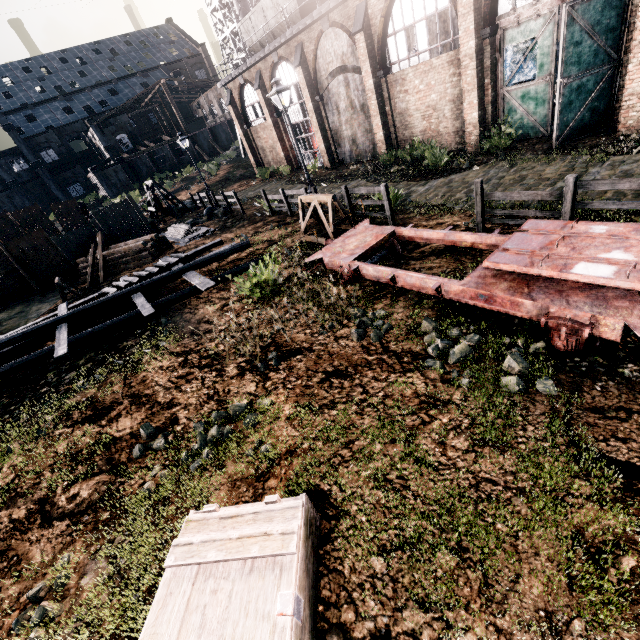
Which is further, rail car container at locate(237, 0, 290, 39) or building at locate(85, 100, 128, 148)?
building at locate(85, 100, 128, 148)

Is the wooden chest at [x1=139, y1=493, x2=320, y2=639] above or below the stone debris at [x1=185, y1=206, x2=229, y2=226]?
above

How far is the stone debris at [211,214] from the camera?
23.5 meters

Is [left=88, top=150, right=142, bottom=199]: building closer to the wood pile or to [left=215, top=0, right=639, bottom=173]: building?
[left=215, top=0, right=639, bottom=173]: building

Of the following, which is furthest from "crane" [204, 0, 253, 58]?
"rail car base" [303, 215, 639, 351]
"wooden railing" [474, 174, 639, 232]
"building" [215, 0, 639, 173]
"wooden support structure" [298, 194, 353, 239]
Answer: "wooden railing" [474, 174, 639, 232]

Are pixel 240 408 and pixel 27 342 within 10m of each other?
no

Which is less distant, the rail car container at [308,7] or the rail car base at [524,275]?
the rail car base at [524,275]

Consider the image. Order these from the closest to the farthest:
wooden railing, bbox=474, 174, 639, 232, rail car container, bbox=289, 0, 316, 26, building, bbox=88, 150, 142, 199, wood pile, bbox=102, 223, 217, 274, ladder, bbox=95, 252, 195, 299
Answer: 1. wooden railing, bbox=474, 174, 639, 232
2. ladder, bbox=95, 252, 195, 299
3. wood pile, bbox=102, 223, 217, 274
4. rail car container, bbox=289, 0, 316, 26
5. building, bbox=88, 150, 142, 199
